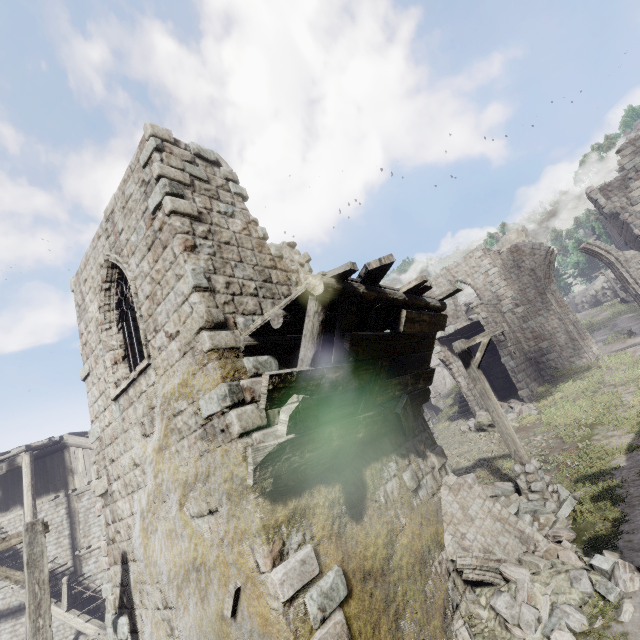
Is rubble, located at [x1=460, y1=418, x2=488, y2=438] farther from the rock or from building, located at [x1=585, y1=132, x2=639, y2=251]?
the rock

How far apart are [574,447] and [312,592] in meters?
11.1 m

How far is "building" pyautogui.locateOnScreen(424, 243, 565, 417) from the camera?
20.0 meters

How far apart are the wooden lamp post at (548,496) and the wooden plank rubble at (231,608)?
7.3m

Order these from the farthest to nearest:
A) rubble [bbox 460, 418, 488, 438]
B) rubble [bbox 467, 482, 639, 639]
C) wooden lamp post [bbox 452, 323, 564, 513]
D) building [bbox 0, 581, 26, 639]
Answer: rubble [bbox 460, 418, 488, 438], building [bbox 0, 581, 26, 639], wooden lamp post [bbox 452, 323, 564, 513], rubble [bbox 467, 482, 639, 639]

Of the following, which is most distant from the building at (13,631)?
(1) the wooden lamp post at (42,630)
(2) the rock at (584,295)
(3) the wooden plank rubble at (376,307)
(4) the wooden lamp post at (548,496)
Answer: (2) the rock at (584,295)

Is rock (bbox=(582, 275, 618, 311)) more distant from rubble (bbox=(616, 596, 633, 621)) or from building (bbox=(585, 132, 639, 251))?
rubble (bbox=(616, 596, 633, 621))

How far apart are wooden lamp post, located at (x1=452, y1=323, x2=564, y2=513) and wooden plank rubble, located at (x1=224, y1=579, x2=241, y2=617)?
7.3m
